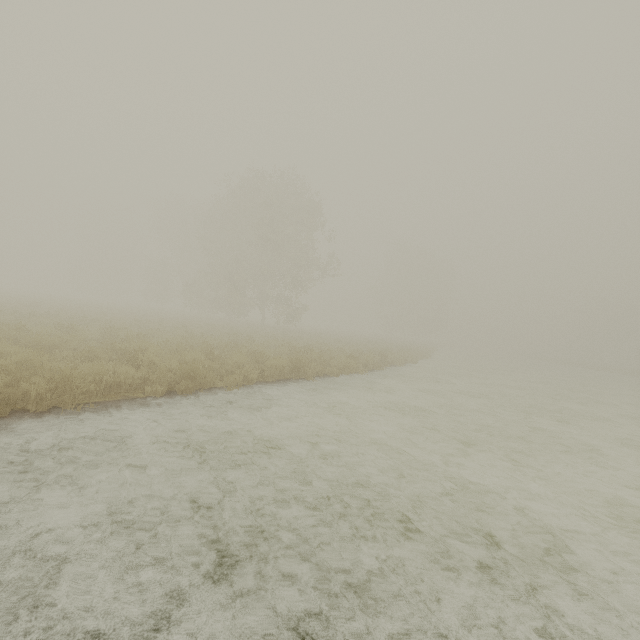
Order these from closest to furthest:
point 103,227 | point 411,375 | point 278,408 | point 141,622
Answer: point 141,622
point 278,408
point 411,375
point 103,227
